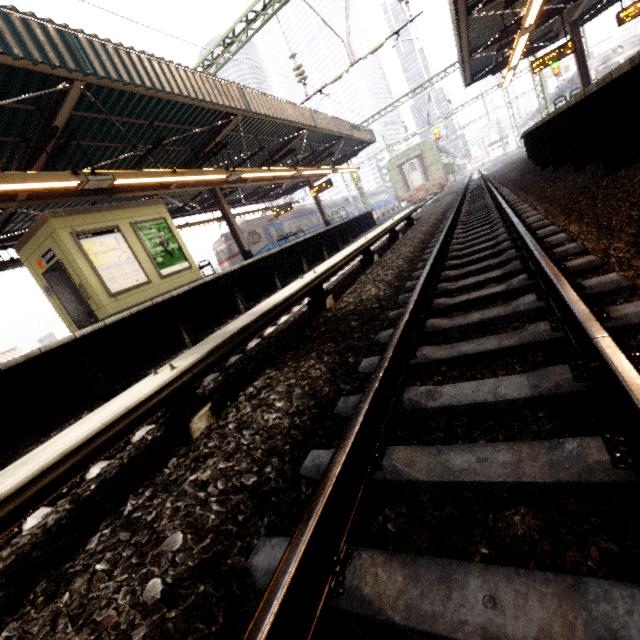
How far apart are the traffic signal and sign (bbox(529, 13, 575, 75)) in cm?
1863

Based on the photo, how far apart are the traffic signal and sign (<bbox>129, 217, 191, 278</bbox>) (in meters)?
34.26

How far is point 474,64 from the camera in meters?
17.0 m

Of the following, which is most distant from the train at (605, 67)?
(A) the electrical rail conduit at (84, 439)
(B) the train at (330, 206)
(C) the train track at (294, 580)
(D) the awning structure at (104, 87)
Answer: (A) the electrical rail conduit at (84, 439)

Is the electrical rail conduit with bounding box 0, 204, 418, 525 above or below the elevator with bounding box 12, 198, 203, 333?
below

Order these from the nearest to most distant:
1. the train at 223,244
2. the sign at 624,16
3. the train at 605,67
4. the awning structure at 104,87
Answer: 1. the awning structure at 104,87
2. the sign at 624,16
3. the train at 223,244
4. the train at 605,67

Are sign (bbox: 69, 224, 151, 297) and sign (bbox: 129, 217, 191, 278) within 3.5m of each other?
yes

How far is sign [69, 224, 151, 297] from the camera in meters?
8.2 m
